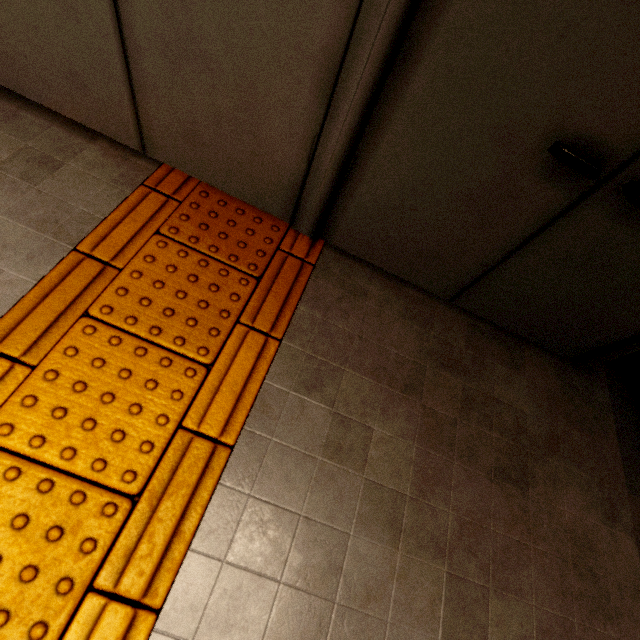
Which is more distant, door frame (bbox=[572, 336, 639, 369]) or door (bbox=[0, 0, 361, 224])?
door frame (bbox=[572, 336, 639, 369])

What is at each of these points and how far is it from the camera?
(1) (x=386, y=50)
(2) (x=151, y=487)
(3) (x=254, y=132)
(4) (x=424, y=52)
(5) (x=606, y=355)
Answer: (1) door frame, 1.0m
(2) groundtactileadastrip, 1.0m
(3) door, 1.3m
(4) door, 0.9m
(5) door frame, 1.7m

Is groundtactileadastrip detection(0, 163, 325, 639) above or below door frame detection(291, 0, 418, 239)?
below

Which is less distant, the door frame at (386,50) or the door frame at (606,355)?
the door frame at (386,50)

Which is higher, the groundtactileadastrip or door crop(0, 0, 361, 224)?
door crop(0, 0, 361, 224)

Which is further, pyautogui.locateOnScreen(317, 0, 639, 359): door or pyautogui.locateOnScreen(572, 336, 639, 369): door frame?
pyautogui.locateOnScreen(572, 336, 639, 369): door frame

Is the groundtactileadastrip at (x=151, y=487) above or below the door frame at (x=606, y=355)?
below

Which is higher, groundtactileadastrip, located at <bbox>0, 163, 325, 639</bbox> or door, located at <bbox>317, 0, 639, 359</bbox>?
door, located at <bbox>317, 0, 639, 359</bbox>
